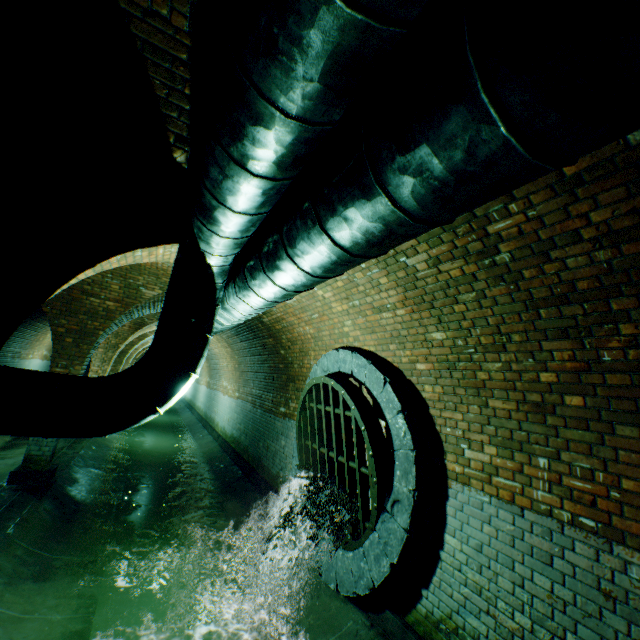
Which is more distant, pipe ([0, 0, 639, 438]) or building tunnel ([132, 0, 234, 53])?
building tunnel ([132, 0, 234, 53])

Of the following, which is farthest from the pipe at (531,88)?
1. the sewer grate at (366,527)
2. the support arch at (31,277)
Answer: the sewer grate at (366,527)

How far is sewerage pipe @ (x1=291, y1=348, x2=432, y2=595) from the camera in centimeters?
368cm

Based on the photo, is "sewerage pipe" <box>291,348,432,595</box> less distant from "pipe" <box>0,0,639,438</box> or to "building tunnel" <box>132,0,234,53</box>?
"building tunnel" <box>132,0,234,53</box>

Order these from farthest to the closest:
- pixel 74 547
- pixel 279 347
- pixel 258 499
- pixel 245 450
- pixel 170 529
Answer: pixel 245 450, pixel 279 347, pixel 258 499, pixel 170 529, pixel 74 547

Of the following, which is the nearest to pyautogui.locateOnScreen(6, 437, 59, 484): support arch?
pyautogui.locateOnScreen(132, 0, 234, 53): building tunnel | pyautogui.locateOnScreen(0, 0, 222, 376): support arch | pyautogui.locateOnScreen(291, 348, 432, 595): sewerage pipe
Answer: pyautogui.locateOnScreen(132, 0, 234, 53): building tunnel

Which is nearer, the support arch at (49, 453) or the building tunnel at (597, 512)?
the building tunnel at (597, 512)

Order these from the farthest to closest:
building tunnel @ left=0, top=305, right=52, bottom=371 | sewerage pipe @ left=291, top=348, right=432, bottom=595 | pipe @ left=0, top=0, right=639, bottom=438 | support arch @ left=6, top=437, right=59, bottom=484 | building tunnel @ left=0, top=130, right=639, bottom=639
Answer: building tunnel @ left=0, top=305, right=52, bottom=371 → support arch @ left=6, top=437, right=59, bottom=484 → sewerage pipe @ left=291, top=348, right=432, bottom=595 → building tunnel @ left=0, top=130, right=639, bottom=639 → pipe @ left=0, top=0, right=639, bottom=438
